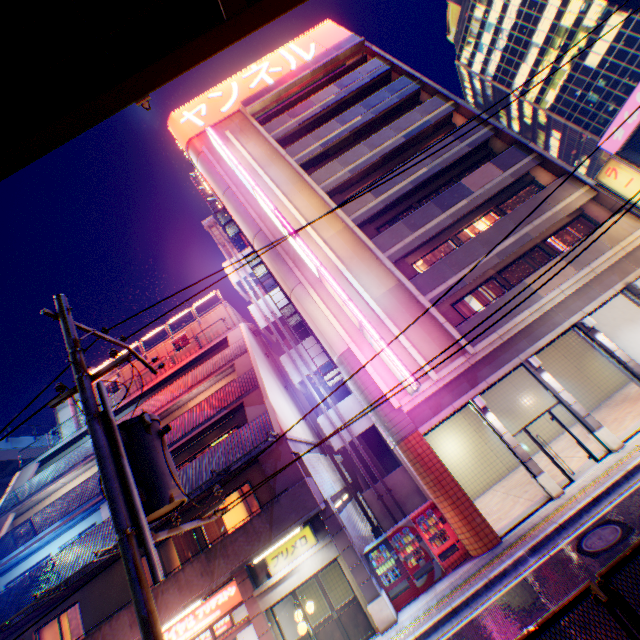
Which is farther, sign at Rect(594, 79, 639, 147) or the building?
the building

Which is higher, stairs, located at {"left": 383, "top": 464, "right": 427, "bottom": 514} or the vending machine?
stairs, located at {"left": 383, "top": 464, "right": 427, "bottom": 514}

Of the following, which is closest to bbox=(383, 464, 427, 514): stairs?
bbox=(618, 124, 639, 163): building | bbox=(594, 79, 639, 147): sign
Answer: bbox=(618, 124, 639, 163): building

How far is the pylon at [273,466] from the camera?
12.9m

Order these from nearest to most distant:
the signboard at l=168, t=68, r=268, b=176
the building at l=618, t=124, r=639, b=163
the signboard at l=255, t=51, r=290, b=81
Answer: the building at l=618, t=124, r=639, b=163 → the signboard at l=168, t=68, r=268, b=176 → the signboard at l=255, t=51, r=290, b=81

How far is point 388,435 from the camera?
13.8m

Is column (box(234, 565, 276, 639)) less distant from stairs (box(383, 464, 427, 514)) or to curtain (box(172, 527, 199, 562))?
curtain (box(172, 527, 199, 562))

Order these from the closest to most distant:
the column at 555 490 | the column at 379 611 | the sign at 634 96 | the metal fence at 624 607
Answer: the metal fence at 624 607
the column at 379 611
the column at 555 490
the sign at 634 96
